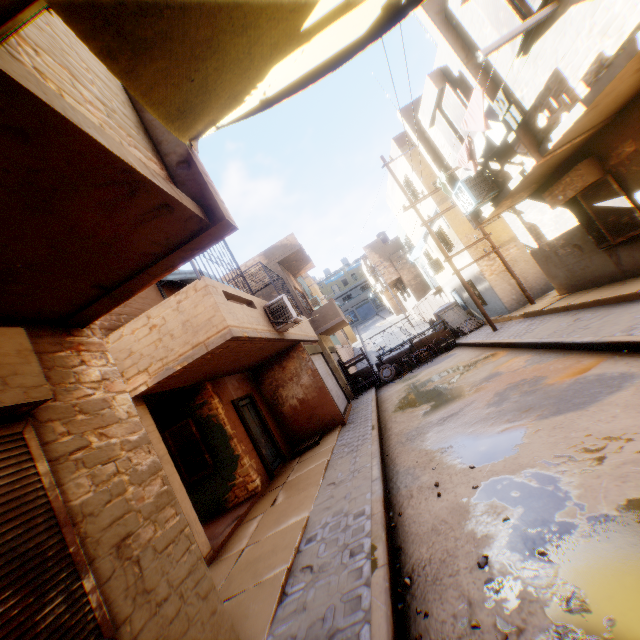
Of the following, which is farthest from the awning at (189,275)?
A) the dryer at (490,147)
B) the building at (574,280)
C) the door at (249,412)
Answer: the dryer at (490,147)

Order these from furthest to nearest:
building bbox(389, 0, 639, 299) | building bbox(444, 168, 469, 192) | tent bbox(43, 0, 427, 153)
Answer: building bbox(444, 168, 469, 192) < building bbox(389, 0, 639, 299) < tent bbox(43, 0, 427, 153)

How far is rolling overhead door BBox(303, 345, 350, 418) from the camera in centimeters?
1236cm

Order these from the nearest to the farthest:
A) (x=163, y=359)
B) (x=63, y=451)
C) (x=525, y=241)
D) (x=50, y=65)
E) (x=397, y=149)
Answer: (x=50, y=65) < (x=63, y=451) < (x=163, y=359) < (x=525, y=241) < (x=397, y=149)

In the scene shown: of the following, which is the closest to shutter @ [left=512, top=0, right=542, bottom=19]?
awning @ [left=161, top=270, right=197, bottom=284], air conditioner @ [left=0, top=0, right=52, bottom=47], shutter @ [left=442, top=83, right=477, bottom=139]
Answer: shutter @ [left=442, top=83, right=477, bottom=139]

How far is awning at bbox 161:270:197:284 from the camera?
9.3 meters

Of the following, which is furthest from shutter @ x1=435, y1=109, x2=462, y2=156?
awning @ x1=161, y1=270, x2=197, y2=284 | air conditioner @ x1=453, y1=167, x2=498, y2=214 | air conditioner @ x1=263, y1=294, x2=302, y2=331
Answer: awning @ x1=161, y1=270, x2=197, y2=284

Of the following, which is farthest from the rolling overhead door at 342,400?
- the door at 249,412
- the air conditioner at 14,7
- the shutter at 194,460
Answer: the air conditioner at 14,7
